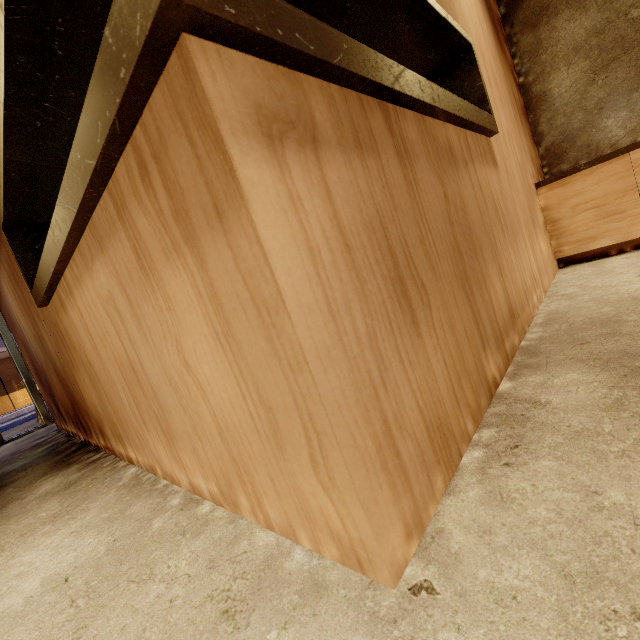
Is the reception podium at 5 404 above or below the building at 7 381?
below

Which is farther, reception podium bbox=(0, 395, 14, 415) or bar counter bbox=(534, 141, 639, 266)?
reception podium bbox=(0, 395, 14, 415)

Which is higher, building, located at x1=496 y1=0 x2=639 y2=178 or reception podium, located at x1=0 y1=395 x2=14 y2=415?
building, located at x1=496 y1=0 x2=639 y2=178

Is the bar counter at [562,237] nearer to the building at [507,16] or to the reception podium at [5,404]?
the building at [507,16]

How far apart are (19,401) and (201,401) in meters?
28.3 m

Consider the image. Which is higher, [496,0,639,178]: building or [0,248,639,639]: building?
[496,0,639,178]: building

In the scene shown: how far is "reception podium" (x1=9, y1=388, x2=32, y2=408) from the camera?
20.8 meters

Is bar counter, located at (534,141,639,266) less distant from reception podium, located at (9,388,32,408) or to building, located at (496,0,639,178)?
building, located at (496,0,639,178)
